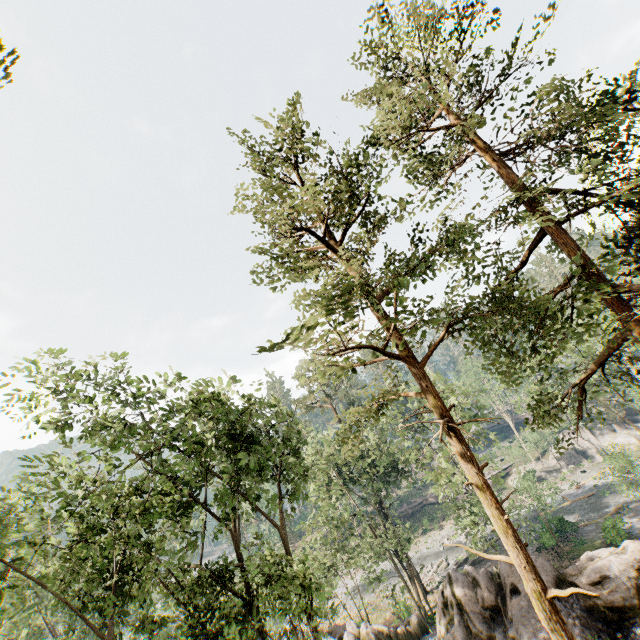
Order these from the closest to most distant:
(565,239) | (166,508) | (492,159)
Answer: (565,239)
(492,159)
(166,508)

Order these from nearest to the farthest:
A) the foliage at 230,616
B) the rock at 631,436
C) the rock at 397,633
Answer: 1. the foliage at 230,616
2. the rock at 397,633
3. the rock at 631,436

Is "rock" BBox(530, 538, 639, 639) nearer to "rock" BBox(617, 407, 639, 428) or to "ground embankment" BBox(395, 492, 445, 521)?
"rock" BBox(617, 407, 639, 428)

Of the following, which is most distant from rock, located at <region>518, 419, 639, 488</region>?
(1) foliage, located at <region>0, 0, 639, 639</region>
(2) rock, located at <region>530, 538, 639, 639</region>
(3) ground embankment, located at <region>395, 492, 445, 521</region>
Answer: (2) rock, located at <region>530, 538, 639, 639</region>

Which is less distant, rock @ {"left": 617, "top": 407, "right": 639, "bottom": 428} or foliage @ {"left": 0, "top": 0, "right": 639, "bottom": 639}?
foliage @ {"left": 0, "top": 0, "right": 639, "bottom": 639}

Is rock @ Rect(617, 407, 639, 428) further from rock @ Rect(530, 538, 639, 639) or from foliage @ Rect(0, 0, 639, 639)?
rock @ Rect(530, 538, 639, 639)

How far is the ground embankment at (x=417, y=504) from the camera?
54.08m

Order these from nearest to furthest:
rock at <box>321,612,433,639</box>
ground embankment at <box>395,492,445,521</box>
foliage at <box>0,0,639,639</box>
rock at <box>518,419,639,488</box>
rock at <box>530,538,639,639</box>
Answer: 1. foliage at <box>0,0,639,639</box>
2. rock at <box>530,538,639,639</box>
3. rock at <box>321,612,433,639</box>
4. rock at <box>518,419,639,488</box>
5. ground embankment at <box>395,492,445,521</box>
